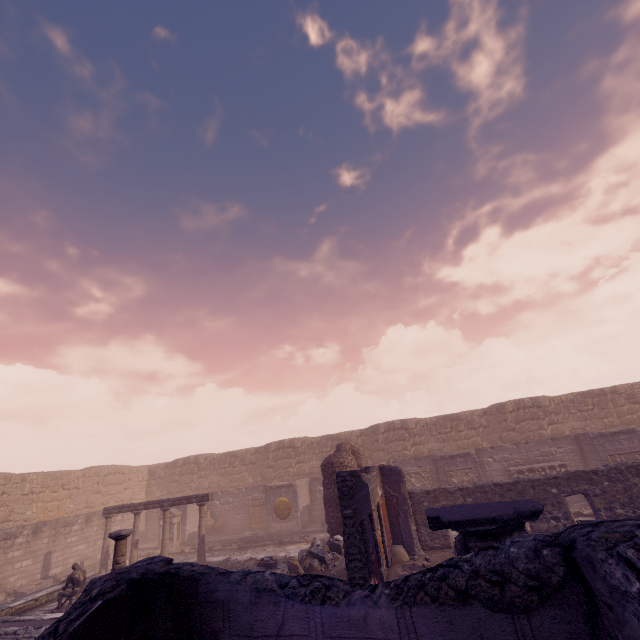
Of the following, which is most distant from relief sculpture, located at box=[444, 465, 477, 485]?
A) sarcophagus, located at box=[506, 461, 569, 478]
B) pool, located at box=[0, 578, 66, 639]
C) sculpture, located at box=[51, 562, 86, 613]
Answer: sculpture, located at box=[51, 562, 86, 613]

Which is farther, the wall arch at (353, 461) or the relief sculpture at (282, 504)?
the relief sculpture at (282, 504)

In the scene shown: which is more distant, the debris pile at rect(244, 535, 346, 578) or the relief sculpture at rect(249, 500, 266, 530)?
the relief sculpture at rect(249, 500, 266, 530)

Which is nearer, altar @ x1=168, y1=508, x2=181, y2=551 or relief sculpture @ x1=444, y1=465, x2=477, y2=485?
relief sculpture @ x1=444, y1=465, x2=477, y2=485

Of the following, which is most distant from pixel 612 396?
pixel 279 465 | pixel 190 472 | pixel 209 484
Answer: pixel 190 472

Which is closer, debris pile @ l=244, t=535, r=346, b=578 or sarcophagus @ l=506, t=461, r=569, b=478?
debris pile @ l=244, t=535, r=346, b=578

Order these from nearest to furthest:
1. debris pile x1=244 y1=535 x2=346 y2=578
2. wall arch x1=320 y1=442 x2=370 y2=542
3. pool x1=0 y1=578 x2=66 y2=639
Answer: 1. pool x1=0 y1=578 x2=66 y2=639
2. debris pile x1=244 y1=535 x2=346 y2=578
3. wall arch x1=320 y1=442 x2=370 y2=542

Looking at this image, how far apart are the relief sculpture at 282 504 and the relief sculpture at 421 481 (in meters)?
5.75
